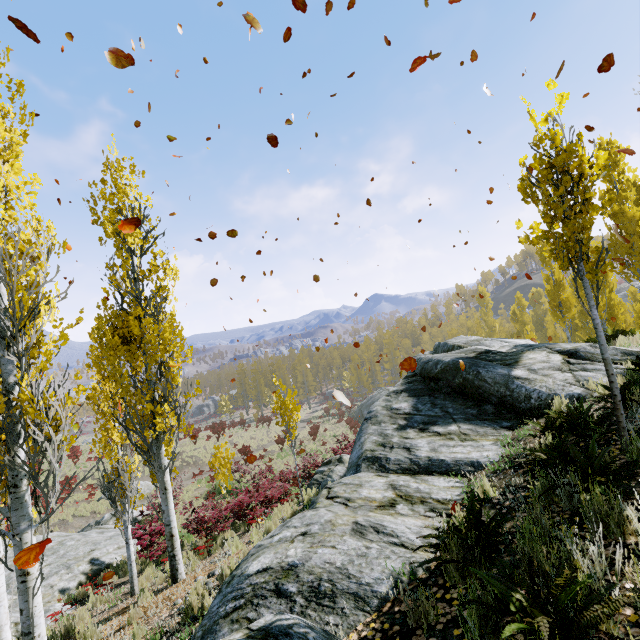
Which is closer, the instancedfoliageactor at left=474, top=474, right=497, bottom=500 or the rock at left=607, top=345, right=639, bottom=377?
the instancedfoliageactor at left=474, top=474, right=497, bottom=500

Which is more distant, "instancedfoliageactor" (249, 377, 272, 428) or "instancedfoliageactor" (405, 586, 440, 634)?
Result: "instancedfoliageactor" (249, 377, 272, 428)

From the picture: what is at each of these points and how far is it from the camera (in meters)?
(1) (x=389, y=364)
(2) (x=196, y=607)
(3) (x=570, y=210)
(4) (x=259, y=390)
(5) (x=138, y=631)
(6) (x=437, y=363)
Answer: (1) instancedfoliageactor, 55.69
(2) instancedfoliageactor, 4.59
(3) instancedfoliageactor, 4.31
(4) instancedfoliageactor, 59.97
(5) instancedfoliageactor, 4.76
(6) rock, 8.62

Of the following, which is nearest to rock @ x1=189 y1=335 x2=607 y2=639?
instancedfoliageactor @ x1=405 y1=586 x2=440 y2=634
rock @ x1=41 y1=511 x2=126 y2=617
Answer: instancedfoliageactor @ x1=405 y1=586 x2=440 y2=634

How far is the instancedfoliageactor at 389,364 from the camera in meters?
55.4

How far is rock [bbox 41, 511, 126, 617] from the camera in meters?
11.0

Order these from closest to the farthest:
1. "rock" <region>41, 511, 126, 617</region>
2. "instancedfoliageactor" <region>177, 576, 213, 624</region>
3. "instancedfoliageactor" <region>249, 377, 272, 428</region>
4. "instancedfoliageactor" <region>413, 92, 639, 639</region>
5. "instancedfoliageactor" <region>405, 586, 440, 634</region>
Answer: "instancedfoliageactor" <region>413, 92, 639, 639</region> < "instancedfoliageactor" <region>405, 586, 440, 634</region> < "instancedfoliageactor" <region>177, 576, 213, 624</region> < "rock" <region>41, 511, 126, 617</region> < "instancedfoliageactor" <region>249, 377, 272, 428</region>

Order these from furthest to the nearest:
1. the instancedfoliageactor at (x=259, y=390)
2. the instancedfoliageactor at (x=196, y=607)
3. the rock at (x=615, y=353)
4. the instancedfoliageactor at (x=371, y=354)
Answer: the instancedfoliageactor at (x=371, y=354) → the instancedfoliageactor at (x=259, y=390) → the rock at (x=615, y=353) → the instancedfoliageactor at (x=196, y=607)
